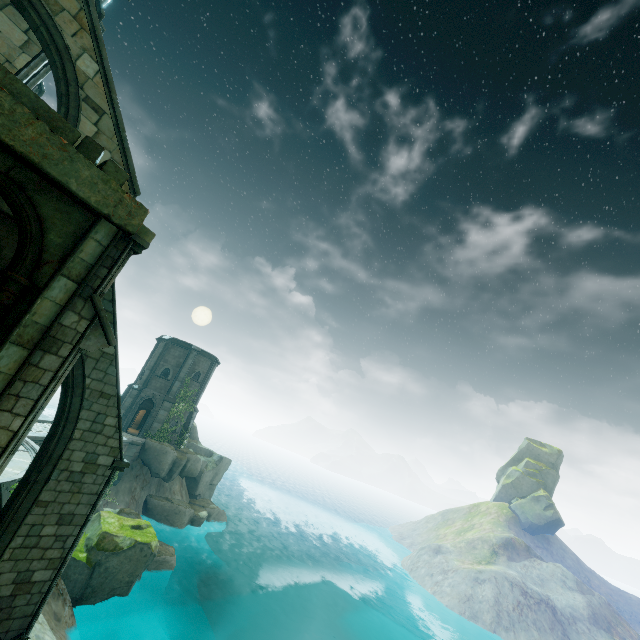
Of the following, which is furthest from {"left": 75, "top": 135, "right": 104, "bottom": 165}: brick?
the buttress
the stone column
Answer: the buttress

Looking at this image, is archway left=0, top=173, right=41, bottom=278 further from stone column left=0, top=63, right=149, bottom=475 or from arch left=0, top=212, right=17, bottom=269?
arch left=0, top=212, right=17, bottom=269

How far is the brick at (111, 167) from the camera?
6.7 meters

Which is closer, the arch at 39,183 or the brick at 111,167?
the arch at 39,183

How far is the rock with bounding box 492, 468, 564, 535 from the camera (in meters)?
52.44

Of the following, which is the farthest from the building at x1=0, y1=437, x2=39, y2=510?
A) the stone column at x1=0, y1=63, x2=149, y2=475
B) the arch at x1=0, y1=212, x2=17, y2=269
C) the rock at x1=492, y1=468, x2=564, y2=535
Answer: the rock at x1=492, y1=468, x2=564, y2=535

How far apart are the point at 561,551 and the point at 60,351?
72.13m

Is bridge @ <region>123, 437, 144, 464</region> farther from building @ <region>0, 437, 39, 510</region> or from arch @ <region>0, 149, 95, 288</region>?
arch @ <region>0, 149, 95, 288</region>
